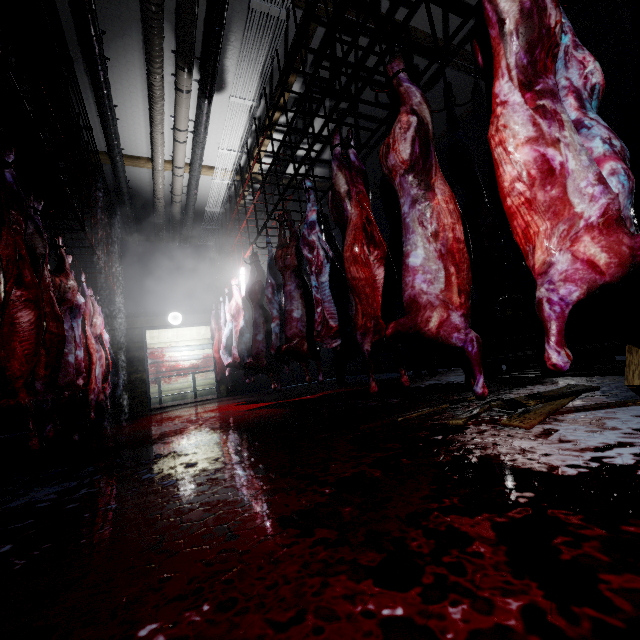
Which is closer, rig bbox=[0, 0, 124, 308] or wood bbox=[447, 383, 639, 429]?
wood bbox=[447, 383, 639, 429]

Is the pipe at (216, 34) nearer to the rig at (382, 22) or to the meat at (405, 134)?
the rig at (382, 22)

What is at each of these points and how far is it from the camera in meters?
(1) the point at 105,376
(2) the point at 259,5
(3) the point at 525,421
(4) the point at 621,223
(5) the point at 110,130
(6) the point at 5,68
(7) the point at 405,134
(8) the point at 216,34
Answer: (1) meat, 5.3 m
(2) wire, 3.3 m
(3) wood, 1.4 m
(4) meat, 1.1 m
(5) pipe, 4.5 m
(6) rig, 1.9 m
(7) meat, 1.8 m
(8) pipe, 3.5 m

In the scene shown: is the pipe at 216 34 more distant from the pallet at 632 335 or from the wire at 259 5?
the pallet at 632 335

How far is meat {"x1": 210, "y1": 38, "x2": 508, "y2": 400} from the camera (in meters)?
1.72

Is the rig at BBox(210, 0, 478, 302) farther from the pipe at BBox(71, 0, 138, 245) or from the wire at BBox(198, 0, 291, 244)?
the pipe at BBox(71, 0, 138, 245)

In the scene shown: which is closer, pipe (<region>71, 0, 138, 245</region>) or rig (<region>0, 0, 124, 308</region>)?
rig (<region>0, 0, 124, 308</region>)

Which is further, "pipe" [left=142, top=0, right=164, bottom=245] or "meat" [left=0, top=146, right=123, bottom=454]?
"pipe" [left=142, top=0, right=164, bottom=245]
